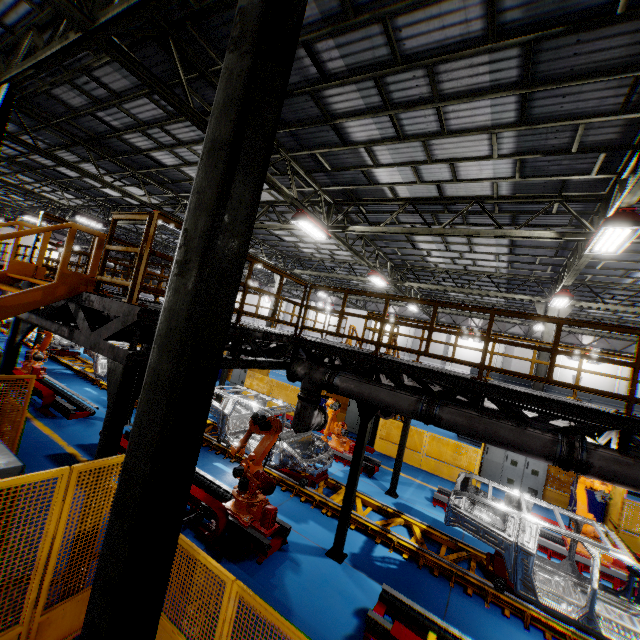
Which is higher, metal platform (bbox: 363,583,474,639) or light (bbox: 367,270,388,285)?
light (bbox: 367,270,388,285)

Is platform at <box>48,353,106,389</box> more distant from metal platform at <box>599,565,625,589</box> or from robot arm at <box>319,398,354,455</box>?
metal platform at <box>599,565,625,589</box>

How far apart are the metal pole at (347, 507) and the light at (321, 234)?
5.5m

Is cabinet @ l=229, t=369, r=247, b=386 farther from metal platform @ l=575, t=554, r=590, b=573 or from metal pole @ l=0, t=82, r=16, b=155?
metal pole @ l=0, t=82, r=16, b=155

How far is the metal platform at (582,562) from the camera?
8.0 meters

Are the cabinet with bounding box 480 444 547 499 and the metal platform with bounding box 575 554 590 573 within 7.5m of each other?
yes

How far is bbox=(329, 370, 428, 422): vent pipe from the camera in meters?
5.7 m

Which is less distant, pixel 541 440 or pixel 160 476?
pixel 160 476
